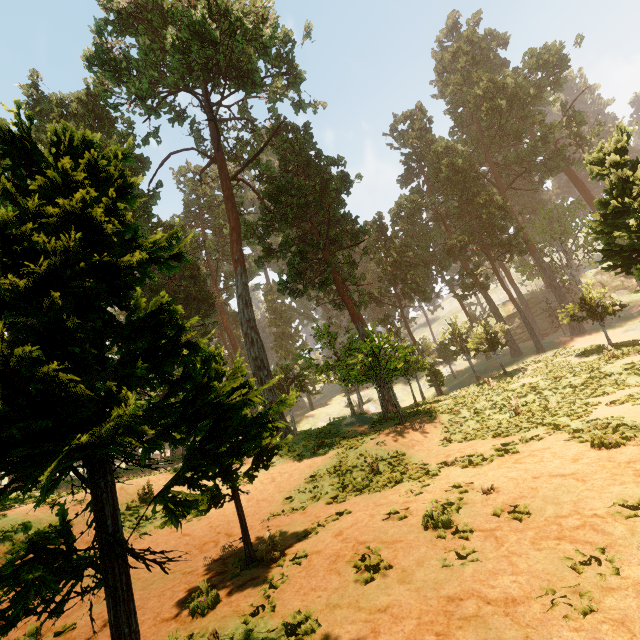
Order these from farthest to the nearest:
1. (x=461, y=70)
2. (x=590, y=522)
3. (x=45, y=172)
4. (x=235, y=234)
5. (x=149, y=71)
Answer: (x=461, y=70) → (x=235, y=234) → (x=149, y=71) → (x=590, y=522) → (x=45, y=172)

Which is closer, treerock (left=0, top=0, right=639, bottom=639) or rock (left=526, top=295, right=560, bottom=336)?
treerock (left=0, top=0, right=639, bottom=639)

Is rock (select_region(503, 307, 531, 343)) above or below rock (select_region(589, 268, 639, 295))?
below

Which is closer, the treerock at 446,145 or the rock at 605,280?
the treerock at 446,145

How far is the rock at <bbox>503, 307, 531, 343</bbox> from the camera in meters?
53.0

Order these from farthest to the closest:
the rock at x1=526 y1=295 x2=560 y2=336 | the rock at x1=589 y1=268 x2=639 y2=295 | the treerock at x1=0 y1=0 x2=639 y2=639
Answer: the rock at x1=526 y1=295 x2=560 y2=336 < the rock at x1=589 y1=268 x2=639 y2=295 < the treerock at x1=0 y1=0 x2=639 y2=639

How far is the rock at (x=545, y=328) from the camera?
52.2 meters
